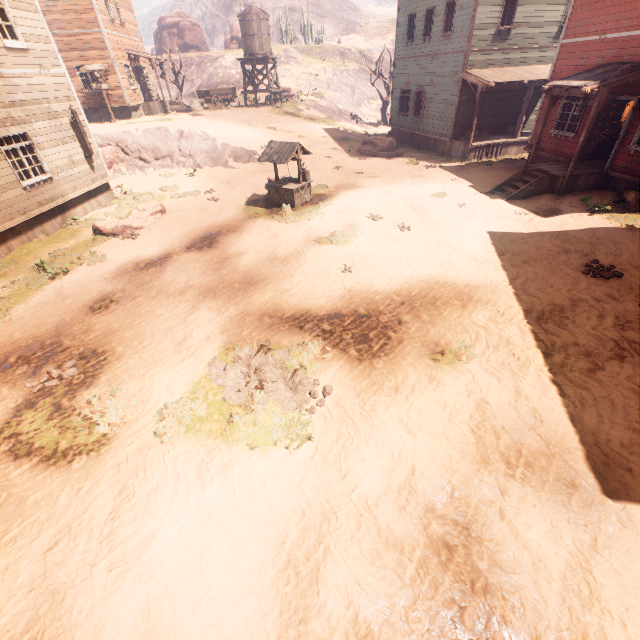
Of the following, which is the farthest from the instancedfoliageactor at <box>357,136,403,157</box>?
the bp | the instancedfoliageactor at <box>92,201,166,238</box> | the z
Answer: the instancedfoliageactor at <box>92,201,166,238</box>

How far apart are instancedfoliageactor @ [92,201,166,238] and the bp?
17.4m

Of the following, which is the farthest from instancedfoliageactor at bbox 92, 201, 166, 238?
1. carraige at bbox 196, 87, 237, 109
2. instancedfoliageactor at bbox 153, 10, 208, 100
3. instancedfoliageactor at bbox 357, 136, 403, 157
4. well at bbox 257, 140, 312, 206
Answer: instancedfoliageactor at bbox 153, 10, 208, 100

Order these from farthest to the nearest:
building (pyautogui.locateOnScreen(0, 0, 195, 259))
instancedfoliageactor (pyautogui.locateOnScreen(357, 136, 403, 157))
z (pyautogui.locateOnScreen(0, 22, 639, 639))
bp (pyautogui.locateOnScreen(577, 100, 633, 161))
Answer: instancedfoliageactor (pyautogui.locateOnScreen(357, 136, 403, 157)) < bp (pyautogui.locateOnScreen(577, 100, 633, 161)) < building (pyautogui.locateOnScreen(0, 0, 195, 259)) < z (pyautogui.locateOnScreen(0, 22, 639, 639))

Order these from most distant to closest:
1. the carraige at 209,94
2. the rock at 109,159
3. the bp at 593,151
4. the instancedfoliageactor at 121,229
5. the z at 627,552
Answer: the carraige at 209,94 → the rock at 109,159 → the bp at 593,151 → the instancedfoliageactor at 121,229 → the z at 627,552

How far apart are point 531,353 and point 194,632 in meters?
6.5 m

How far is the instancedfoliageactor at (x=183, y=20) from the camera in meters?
30.2

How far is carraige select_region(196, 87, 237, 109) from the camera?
27.9 meters
